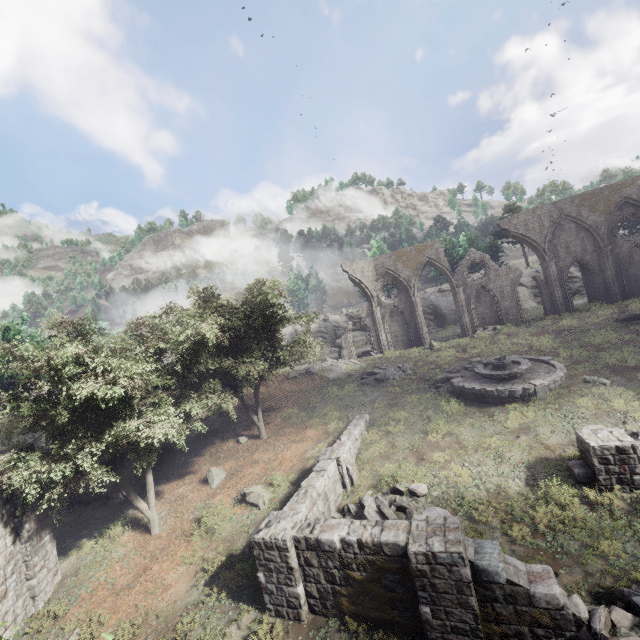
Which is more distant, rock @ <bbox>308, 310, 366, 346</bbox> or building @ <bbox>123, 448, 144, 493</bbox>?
rock @ <bbox>308, 310, 366, 346</bbox>

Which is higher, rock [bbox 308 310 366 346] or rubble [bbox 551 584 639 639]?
rock [bbox 308 310 366 346]

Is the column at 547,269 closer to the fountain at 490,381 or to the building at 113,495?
the fountain at 490,381

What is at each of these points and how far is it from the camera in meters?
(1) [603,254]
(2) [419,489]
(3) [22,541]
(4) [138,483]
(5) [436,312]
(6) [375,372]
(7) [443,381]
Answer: (1) column, 26.9 m
(2) rubble, 12.3 m
(3) building, 11.8 m
(4) building, 18.0 m
(5) rock, 44.8 m
(6) rubble, 25.3 m
(7) rubble, 20.9 m

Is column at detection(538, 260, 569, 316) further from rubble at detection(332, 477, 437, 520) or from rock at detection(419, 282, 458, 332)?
rubble at detection(332, 477, 437, 520)

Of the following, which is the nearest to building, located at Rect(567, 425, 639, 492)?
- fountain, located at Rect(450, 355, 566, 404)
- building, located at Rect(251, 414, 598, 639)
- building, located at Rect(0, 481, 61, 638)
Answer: building, located at Rect(251, 414, 598, 639)

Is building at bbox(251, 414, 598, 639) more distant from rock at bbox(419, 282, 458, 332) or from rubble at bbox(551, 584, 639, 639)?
rock at bbox(419, 282, 458, 332)

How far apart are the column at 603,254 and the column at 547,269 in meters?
2.8
